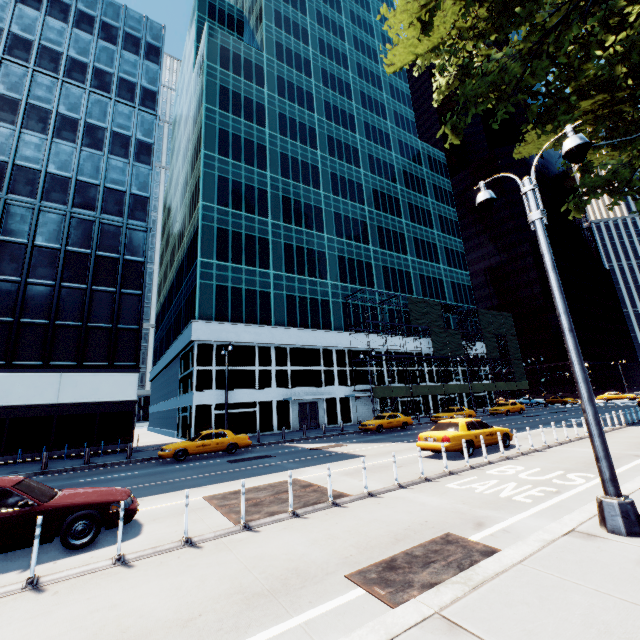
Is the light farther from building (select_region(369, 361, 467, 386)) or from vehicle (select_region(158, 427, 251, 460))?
building (select_region(369, 361, 467, 386))

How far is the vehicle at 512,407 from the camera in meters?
36.6 m

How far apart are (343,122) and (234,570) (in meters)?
58.38

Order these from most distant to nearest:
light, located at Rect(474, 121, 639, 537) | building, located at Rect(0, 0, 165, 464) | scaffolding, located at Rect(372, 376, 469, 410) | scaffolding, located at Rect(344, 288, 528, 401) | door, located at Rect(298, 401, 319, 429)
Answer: scaffolding, located at Rect(344, 288, 528, 401) < scaffolding, located at Rect(372, 376, 469, 410) < door, located at Rect(298, 401, 319, 429) < building, located at Rect(0, 0, 165, 464) < light, located at Rect(474, 121, 639, 537)

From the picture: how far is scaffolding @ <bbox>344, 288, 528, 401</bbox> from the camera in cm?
4144

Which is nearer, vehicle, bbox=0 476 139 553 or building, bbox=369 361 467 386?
vehicle, bbox=0 476 139 553

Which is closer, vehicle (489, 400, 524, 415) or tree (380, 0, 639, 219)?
tree (380, 0, 639, 219)

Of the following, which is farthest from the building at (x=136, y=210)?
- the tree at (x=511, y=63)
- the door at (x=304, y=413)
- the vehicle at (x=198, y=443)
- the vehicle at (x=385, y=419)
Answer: the tree at (x=511, y=63)
